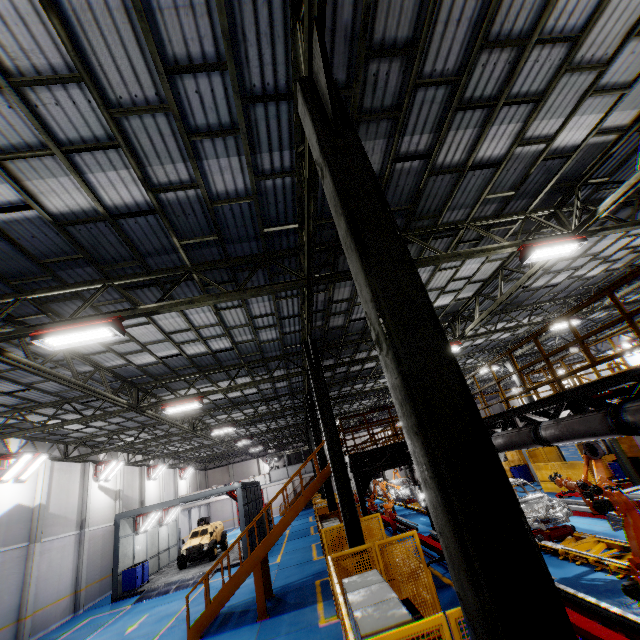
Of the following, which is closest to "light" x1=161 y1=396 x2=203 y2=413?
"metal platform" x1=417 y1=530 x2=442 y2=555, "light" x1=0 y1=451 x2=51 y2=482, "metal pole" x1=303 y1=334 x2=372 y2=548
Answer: "metal pole" x1=303 y1=334 x2=372 y2=548

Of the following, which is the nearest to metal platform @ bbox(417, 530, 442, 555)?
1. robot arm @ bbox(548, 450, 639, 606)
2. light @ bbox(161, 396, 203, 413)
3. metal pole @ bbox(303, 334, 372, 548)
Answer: metal pole @ bbox(303, 334, 372, 548)

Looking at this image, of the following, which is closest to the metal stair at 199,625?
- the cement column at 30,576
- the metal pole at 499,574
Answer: the cement column at 30,576

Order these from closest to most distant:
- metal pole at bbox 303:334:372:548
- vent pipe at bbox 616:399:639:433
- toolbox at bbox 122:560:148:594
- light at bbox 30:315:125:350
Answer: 1. vent pipe at bbox 616:399:639:433
2. light at bbox 30:315:125:350
3. metal pole at bbox 303:334:372:548
4. toolbox at bbox 122:560:148:594

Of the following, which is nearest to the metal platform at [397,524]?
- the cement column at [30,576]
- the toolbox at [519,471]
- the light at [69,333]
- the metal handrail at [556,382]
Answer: the metal handrail at [556,382]

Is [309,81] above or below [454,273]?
below

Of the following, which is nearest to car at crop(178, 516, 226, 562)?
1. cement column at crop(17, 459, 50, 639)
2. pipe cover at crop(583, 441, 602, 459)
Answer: cement column at crop(17, 459, 50, 639)

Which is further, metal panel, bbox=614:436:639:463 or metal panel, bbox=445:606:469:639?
metal panel, bbox=614:436:639:463
